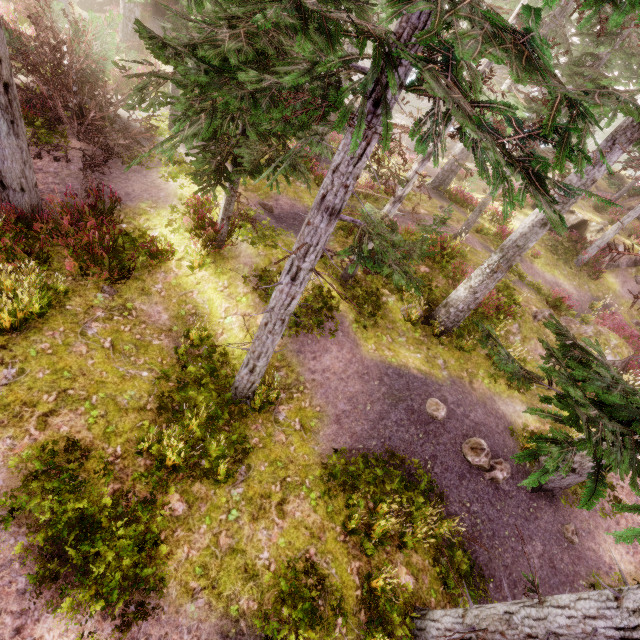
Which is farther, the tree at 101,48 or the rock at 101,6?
the rock at 101,6

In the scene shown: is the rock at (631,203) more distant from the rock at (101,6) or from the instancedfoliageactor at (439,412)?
the rock at (101,6)

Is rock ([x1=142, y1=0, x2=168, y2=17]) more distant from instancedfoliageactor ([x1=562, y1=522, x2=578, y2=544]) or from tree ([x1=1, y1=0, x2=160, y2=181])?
→ tree ([x1=1, y1=0, x2=160, y2=181])

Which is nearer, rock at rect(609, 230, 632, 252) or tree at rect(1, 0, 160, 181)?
tree at rect(1, 0, 160, 181)

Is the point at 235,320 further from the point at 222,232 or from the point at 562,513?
the point at 562,513

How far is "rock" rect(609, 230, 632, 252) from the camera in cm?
1923

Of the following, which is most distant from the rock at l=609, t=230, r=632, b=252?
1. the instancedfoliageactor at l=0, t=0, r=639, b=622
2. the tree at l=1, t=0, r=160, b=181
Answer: the tree at l=1, t=0, r=160, b=181

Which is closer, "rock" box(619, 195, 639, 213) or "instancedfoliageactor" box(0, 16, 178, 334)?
"instancedfoliageactor" box(0, 16, 178, 334)
